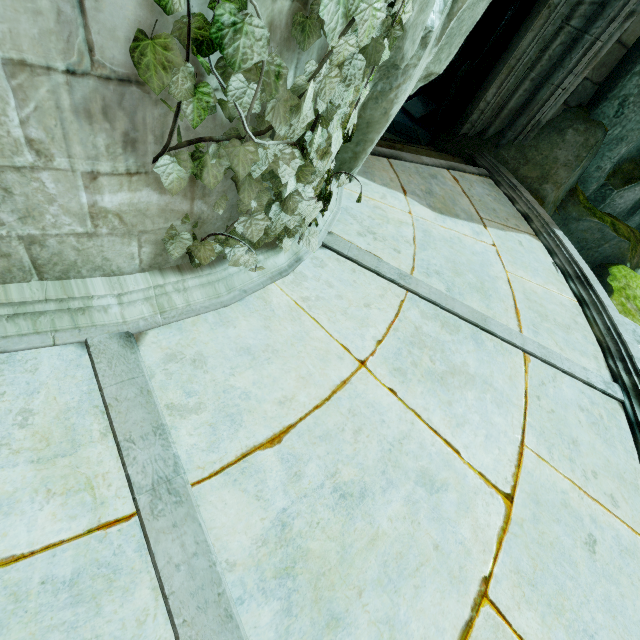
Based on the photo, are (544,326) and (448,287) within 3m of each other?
yes

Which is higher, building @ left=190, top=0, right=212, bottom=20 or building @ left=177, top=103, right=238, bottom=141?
building @ left=190, top=0, right=212, bottom=20

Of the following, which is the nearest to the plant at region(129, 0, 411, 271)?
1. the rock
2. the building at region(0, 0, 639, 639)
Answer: the building at region(0, 0, 639, 639)

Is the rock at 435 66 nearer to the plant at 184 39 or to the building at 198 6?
the building at 198 6

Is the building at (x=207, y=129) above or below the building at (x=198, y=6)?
below

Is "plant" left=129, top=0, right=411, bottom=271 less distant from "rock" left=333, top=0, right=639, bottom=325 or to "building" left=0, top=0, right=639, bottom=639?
"building" left=0, top=0, right=639, bottom=639
